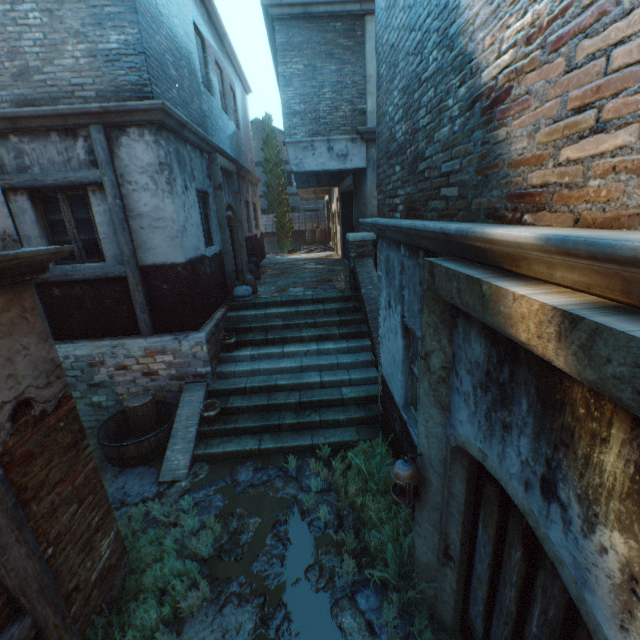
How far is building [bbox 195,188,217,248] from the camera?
7.7 meters

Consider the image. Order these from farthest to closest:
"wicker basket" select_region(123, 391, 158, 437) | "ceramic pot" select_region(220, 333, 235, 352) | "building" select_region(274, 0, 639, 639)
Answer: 1. "ceramic pot" select_region(220, 333, 235, 352)
2. "wicker basket" select_region(123, 391, 158, 437)
3. "building" select_region(274, 0, 639, 639)

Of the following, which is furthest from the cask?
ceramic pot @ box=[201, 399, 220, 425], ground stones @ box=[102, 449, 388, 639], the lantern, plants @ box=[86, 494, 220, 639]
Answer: the lantern

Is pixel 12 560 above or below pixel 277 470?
above

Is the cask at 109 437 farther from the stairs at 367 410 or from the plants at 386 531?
the plants at 386 531

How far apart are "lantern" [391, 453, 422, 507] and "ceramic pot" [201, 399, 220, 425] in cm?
397

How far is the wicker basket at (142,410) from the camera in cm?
615

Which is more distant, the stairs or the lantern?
the stairs
